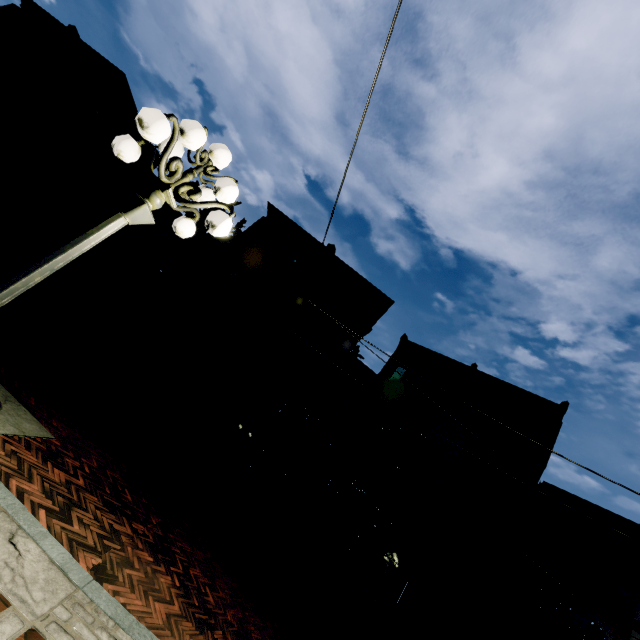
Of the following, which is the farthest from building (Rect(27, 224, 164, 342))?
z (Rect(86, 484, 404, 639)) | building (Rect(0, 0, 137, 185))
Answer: building (Rect(0, 0, 137, 185))

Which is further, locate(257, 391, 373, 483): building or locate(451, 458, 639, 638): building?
locate(257, 391, 373, 483): building

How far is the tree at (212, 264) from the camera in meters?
15.0

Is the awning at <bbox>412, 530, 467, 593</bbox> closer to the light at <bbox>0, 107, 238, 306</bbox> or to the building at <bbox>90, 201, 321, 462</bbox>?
the building at <bbox>90, 201, 321, 462</bbox>

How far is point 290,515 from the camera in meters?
16.3

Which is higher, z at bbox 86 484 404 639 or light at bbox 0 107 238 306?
light at bbox 0 107 238 306
